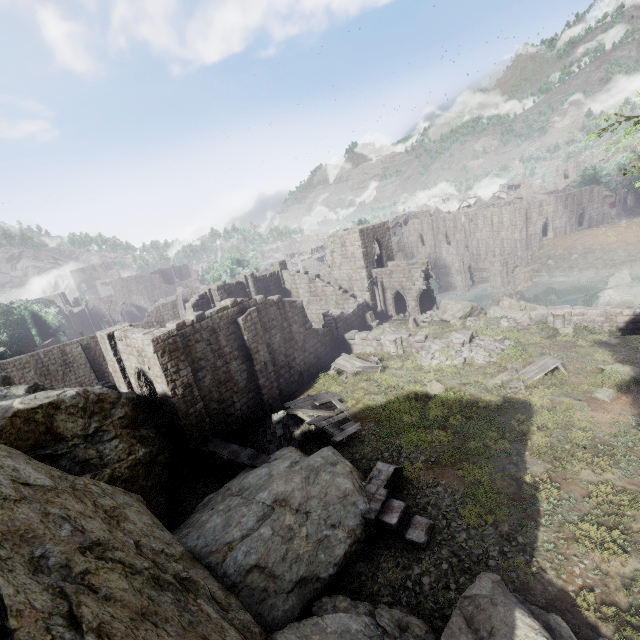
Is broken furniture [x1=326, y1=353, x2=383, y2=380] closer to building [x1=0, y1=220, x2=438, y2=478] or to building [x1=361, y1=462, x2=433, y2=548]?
building [x1=0, y1=220, x2=438, y2=478]

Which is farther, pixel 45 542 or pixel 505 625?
pixel 505 625

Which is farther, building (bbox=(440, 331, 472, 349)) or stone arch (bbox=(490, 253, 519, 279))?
stone arch (bbox=(490, 253, 519, 279))

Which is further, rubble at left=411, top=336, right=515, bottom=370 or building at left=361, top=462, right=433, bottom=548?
rubble at left=411, top=336, right=515, bottom=370

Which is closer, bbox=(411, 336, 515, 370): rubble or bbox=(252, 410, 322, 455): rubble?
bbox=(252, 410, 322, 455): rubble

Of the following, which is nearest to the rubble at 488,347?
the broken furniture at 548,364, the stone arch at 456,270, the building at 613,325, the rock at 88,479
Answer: the broken furniture at 548,364

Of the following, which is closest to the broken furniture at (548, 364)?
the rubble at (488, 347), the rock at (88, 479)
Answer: the rubble at (488, 347)

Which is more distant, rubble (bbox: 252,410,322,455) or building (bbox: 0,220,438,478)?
rubble (bbox: 252,410,322,455)
